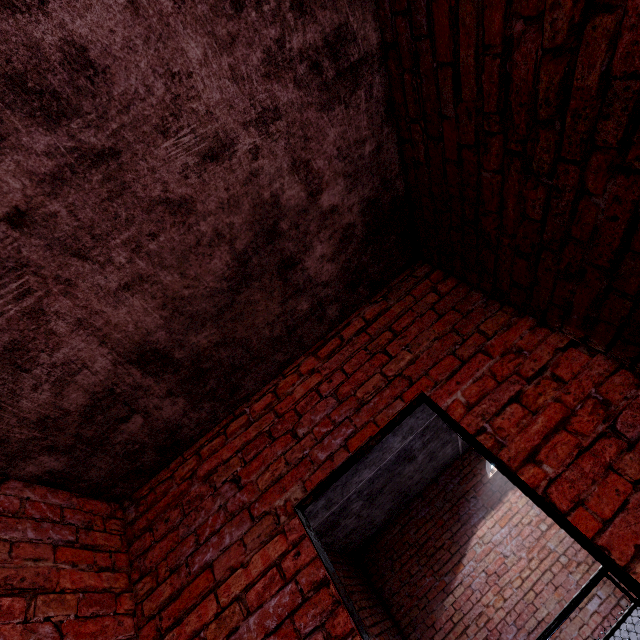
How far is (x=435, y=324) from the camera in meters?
2.2

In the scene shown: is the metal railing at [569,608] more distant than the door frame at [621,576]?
Yes

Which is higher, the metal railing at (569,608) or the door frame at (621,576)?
the door frame at (621,576)

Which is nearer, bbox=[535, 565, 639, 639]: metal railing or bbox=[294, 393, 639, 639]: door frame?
bbox=[294, 393, 639, 639]: door frame

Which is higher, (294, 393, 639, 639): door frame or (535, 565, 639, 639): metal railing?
(294, 393, 639, 639): door frame
